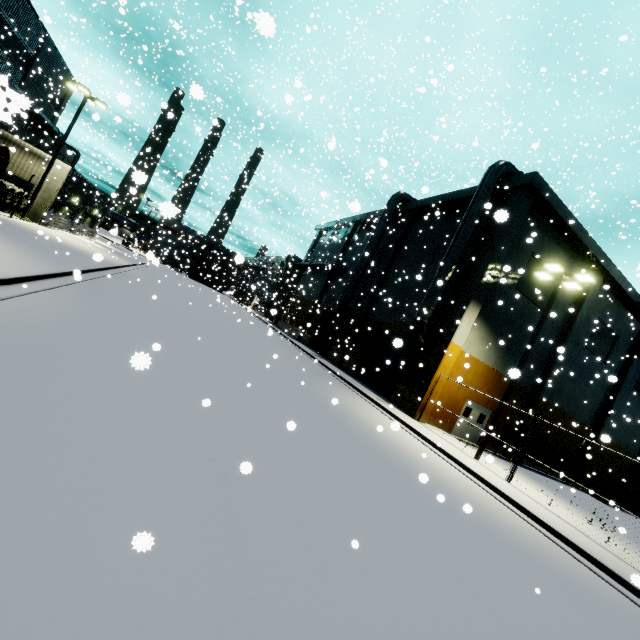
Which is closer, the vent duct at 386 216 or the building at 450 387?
the building at 450 387

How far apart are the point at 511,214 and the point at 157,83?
→ 31.1m

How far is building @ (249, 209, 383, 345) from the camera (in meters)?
33.50

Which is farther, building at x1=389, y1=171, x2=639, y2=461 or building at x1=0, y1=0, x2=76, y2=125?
building at x1=0, y1=0, x2=76, y2=125

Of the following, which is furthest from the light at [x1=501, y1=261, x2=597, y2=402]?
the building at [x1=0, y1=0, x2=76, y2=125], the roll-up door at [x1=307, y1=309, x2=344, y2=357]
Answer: the roll-up door at [x1=307, y1=309, x2=344, y2=357]

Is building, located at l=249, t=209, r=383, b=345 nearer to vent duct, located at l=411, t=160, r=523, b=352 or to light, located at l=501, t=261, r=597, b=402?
vent duct, located at l=411, t=160, r=523, b=352

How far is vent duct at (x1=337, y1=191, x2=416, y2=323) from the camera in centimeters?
2827cm

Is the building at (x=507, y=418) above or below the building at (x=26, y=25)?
below
